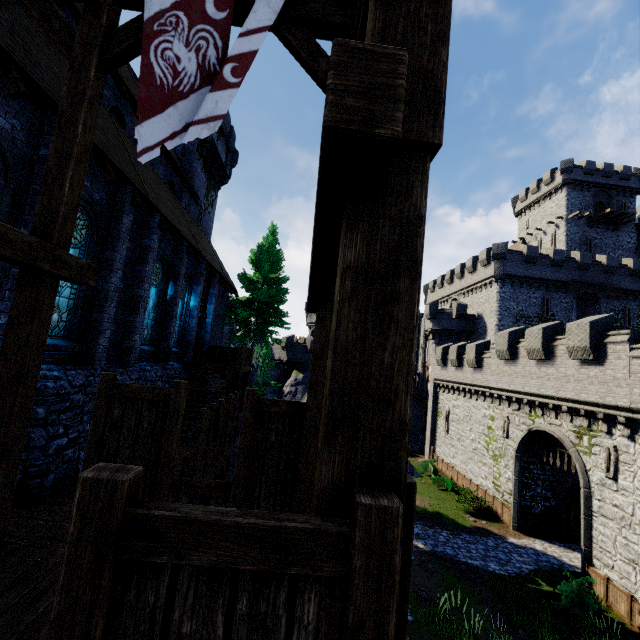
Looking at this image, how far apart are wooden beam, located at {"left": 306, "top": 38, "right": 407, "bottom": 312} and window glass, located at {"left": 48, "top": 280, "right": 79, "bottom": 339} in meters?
7.4

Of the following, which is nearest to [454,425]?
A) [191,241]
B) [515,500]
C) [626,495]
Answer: [515,500]

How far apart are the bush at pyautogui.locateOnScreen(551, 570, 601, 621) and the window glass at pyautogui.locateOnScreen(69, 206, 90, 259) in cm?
2010

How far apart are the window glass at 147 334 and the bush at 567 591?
19.62m

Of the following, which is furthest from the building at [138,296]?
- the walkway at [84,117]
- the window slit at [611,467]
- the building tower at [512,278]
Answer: the building tower at [512,278]

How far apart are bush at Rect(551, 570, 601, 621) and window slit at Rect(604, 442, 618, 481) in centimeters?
400cm

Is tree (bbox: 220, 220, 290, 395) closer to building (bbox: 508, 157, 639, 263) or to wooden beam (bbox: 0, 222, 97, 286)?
wooden beam (bbox: 0, 222, 97, 286)

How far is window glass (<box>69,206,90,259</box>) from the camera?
8.9 meters
